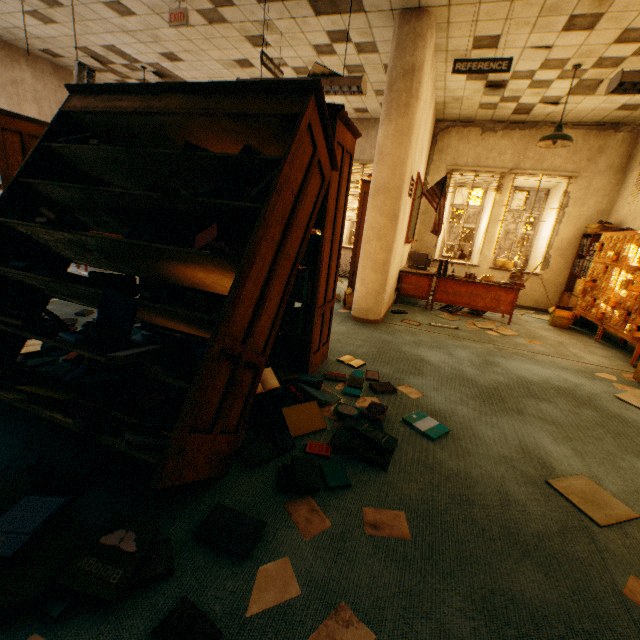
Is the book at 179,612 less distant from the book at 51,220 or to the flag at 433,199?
the book at 51,220

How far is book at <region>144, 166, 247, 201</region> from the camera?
1.8 meters

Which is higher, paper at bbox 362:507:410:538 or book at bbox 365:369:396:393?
book at bbox 365:369:396:393

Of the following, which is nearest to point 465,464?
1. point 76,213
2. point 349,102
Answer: point 76,213

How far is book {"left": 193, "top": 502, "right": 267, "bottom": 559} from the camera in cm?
140

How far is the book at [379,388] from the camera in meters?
2.9 m

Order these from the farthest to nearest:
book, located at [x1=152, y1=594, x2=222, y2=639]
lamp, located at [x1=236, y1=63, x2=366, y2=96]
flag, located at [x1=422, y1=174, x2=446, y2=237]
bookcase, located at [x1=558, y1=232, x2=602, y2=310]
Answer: bookcase, located at [x1=558, y1=232, x2=602, y2=310] < flag, located at [x1=422, y1=174, x2=446, y2=237] < lamp, located at [x1=236, y1=63, x2=366, y2=96] < book, located at [x1=152, y1=594, x2=222, y2=639]

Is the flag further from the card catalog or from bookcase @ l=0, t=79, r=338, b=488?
bookcase @ l=0, t=79, r=338, b=488
